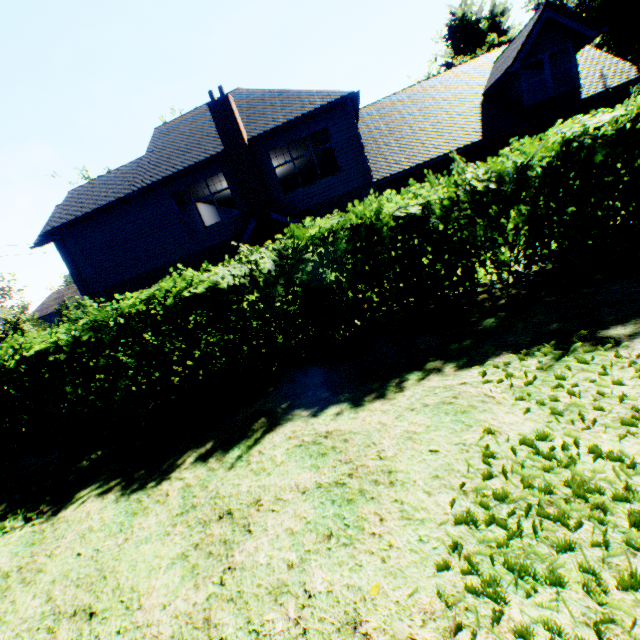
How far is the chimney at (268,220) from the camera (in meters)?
13.29

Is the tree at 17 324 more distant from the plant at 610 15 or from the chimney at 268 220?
the chimney at 268 220

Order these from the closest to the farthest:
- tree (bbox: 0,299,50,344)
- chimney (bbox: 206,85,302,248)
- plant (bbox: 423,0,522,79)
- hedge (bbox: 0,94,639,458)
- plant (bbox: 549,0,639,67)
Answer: hedge (bbox: 0,94,639,458) < chimney (bbox: 206,85,302,248) < tree (bbox: 0,299,50,344) < plant (bbox: 423,0,522,79) < plant (bbox: 549,0,639,67)

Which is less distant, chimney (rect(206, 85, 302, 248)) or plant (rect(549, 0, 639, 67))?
chimney (rect(206, 85, 302, 248))

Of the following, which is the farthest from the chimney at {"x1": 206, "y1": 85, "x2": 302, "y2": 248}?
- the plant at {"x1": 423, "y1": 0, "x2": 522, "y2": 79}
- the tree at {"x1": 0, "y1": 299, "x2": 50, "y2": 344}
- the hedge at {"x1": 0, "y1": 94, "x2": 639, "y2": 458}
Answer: the plant at {"x1": 423, "y1": 0, "x2": 522, "y2": 79}

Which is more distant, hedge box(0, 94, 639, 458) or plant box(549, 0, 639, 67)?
plant box(549, 0, 639, 67)

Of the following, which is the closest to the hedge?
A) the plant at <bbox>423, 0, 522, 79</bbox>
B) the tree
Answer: the tree

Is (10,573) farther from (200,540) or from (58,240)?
(58,240)
